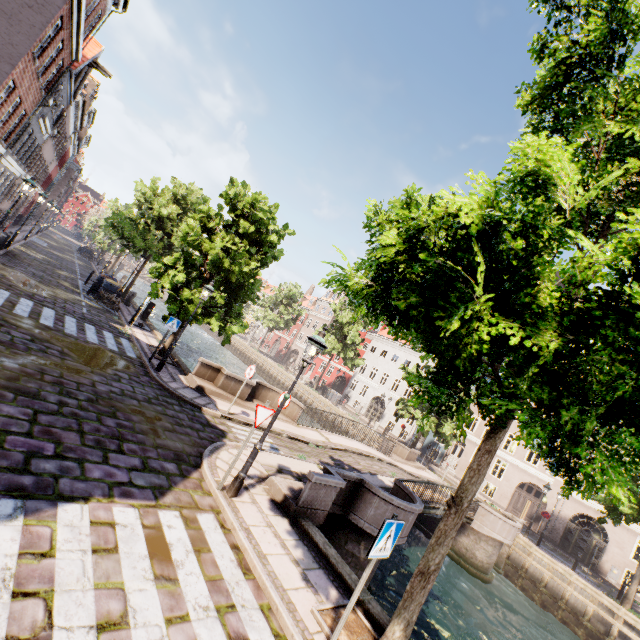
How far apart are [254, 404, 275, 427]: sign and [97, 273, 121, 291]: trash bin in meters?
17.9 m

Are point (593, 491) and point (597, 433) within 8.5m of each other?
yes

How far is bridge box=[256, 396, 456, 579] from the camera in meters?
7.6 m

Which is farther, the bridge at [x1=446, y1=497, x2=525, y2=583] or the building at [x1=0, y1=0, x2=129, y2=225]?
the bridge at [x1=446, y1=497, x2=525, y2=583]

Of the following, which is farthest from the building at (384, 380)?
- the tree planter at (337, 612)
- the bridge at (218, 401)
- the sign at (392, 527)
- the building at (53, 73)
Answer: the building at (53, 73)

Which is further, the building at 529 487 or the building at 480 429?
the building at 480 429

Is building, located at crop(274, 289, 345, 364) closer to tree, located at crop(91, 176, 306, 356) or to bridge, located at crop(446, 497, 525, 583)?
tree, located at crop(91, 176, 306, 356)

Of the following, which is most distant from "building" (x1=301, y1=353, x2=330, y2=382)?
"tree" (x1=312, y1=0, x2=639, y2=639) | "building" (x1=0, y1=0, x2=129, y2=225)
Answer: "building" (x1=0, y1=0, x2=129, y2=225)
